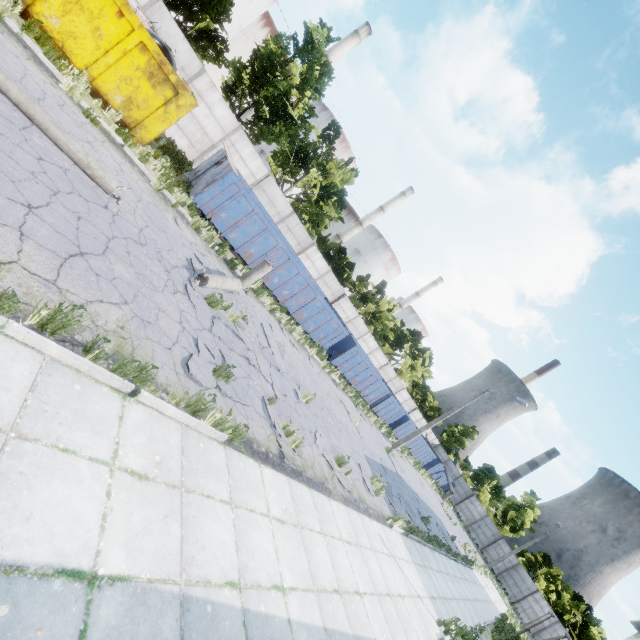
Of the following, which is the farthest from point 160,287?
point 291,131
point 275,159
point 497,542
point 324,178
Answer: point 497,542

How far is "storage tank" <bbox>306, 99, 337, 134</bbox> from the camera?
47.6m

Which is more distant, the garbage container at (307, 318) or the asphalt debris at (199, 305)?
the garbage container at (307, 318)

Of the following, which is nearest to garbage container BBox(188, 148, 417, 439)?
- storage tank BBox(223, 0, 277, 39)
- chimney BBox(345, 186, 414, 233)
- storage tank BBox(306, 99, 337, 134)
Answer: storage tank BBox(306, 99, 337, 134)

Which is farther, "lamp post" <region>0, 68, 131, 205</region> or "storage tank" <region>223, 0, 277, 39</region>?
"storage tank" <region>223, 0, 277, 39</region>

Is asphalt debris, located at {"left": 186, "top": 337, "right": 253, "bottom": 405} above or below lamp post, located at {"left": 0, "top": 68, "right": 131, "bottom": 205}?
below

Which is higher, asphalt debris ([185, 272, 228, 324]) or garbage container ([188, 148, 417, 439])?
garbage container ([188, 148, 417, 439])

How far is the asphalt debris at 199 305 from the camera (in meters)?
7.77
